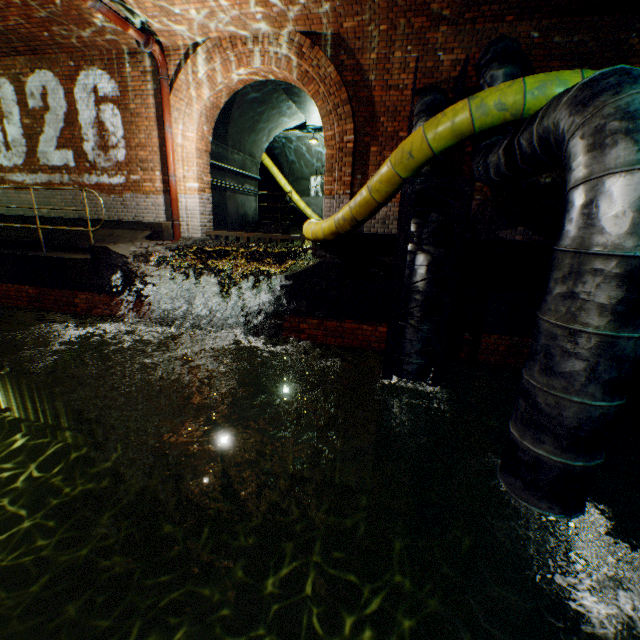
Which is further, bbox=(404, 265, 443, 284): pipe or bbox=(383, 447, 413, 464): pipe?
bbox=(383, 447, 413, 464): pipe

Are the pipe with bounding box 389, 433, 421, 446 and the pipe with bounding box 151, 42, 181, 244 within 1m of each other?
no

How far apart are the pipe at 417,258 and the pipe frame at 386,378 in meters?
0.0

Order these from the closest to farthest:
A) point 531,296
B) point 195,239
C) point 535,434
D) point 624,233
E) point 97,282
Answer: point 624,233
point 535,434
point 531,296
point 97,282
point 195,239

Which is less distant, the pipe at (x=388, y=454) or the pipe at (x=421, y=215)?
the pipe at (x=421, y=215)

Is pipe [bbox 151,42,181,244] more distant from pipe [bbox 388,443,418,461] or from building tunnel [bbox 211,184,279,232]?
pipe [bbox 388,443,418,461]

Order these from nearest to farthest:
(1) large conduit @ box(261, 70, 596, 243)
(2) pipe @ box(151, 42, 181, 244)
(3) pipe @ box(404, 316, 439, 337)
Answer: (1) large conduit @ box(261, 70, 596, 243) < (3) pipe @ box(404, 316, 439, 337) < (2) pipe @ box(151, 42, 181, 244)

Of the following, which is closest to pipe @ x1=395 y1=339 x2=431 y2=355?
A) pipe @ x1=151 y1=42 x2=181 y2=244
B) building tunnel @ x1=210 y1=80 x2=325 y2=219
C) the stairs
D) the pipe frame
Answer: the pipe frame
